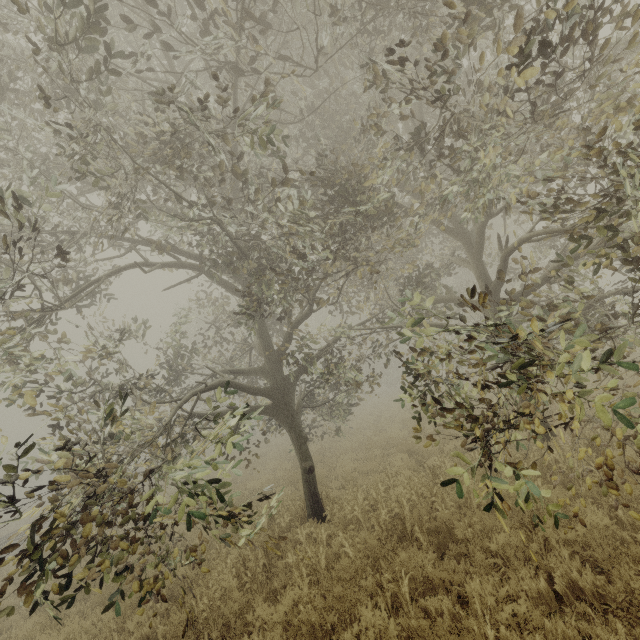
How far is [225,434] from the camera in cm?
3456

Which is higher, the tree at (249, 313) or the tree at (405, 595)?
the tree at (249, 313)

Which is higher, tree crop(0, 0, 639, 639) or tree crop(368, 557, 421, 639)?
tree crop(0, 0, 639, 639)
